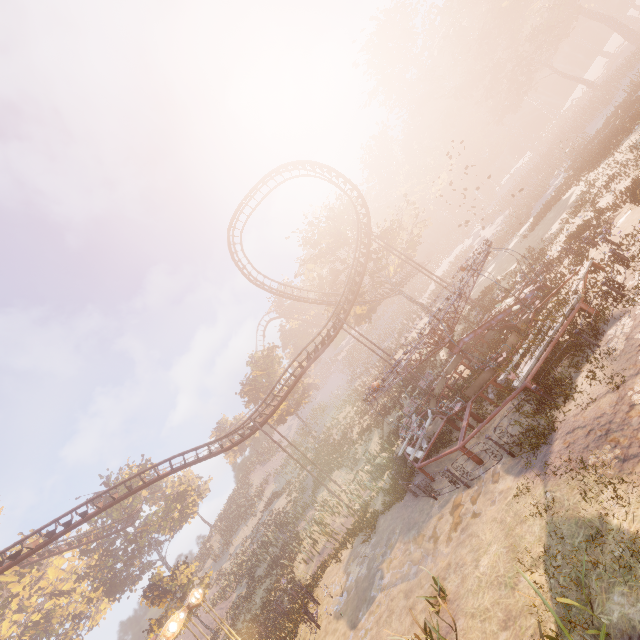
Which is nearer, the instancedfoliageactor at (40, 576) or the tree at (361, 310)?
the instancedfoliageactor at (40, 576)

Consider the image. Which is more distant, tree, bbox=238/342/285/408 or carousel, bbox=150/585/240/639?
tree, bbox=238/342/285/408

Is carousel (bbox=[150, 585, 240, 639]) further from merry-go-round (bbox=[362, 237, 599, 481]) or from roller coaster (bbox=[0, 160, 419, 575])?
merry-go-round (bbox=[362, 237, 599, 481])

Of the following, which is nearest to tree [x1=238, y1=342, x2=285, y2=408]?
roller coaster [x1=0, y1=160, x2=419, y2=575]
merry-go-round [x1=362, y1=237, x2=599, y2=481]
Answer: roller coaster [x1=0, y1=160, x2=419, y2=575]

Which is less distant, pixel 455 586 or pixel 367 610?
pixel 455 586

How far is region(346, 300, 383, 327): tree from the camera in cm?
3728

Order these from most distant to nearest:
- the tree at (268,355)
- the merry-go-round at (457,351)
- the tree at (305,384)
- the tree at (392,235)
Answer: the tree at (268,355), the tree at (305,384), the tree at (392,235), the merry-go-round at (457,351)

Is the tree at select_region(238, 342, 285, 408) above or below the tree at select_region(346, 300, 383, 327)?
above
